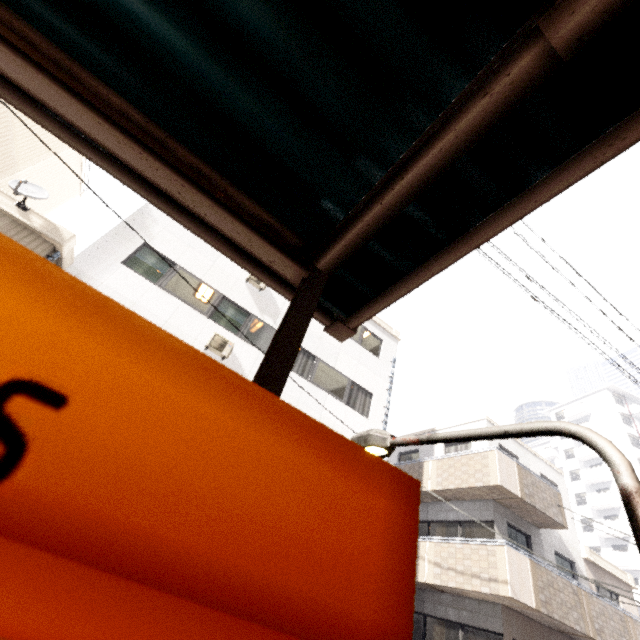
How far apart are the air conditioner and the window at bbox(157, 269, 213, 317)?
0.7m

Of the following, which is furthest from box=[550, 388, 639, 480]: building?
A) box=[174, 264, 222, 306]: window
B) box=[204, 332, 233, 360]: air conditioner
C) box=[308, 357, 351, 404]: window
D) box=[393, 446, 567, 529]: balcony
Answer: box=[174, 264, 222, 306]: window

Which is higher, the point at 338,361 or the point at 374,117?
the point at 338,361

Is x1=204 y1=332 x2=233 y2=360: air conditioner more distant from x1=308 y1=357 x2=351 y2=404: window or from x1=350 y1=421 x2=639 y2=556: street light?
x1=350 y1=421 x2=639 y2=556: street light

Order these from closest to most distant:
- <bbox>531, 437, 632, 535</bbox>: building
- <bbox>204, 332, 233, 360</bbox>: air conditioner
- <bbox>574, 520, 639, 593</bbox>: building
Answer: <bbox>204, 332, 233, 360</bbox>: air conditioner < <bbox>574, 520, 639, 593</bbox>: building < <bbox>531, 437, 632, 535</bbox>: building

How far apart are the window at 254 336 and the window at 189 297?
1.1m

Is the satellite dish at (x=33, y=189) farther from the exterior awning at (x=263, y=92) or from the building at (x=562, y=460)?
the building at (x=562, y=460)

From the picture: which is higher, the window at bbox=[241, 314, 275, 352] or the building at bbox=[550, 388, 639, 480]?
the building at bbox=[550, 388, 639, 480]
